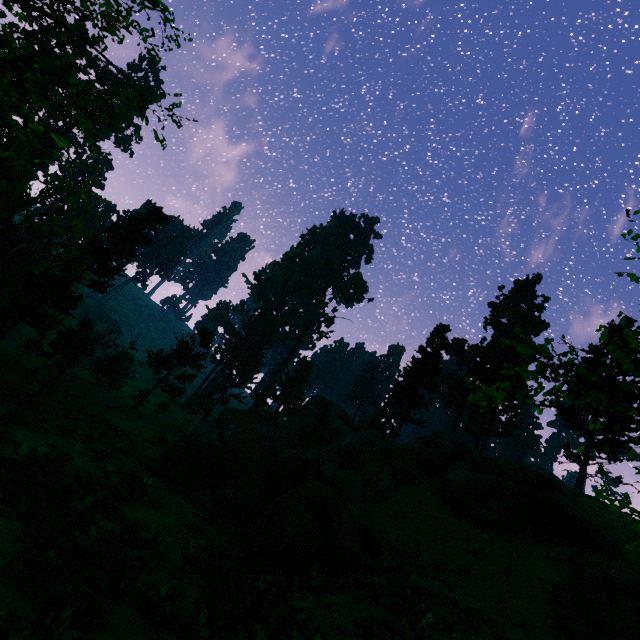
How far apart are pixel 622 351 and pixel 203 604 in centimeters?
998cm

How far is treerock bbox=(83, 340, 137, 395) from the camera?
33.92m

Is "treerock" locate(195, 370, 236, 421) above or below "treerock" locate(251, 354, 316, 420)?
below

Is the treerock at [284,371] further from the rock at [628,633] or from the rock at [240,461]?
the rock at [628,633]

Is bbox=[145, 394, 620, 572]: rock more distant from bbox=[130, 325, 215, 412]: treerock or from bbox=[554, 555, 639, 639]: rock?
bbox=[130, 325, 215, 412]: treerock

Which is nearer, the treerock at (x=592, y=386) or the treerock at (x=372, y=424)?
the treerock at (x=592, y=386)

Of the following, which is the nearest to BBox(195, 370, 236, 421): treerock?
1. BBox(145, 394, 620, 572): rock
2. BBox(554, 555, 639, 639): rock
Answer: BBox(145, 394, 620, 572): rock
